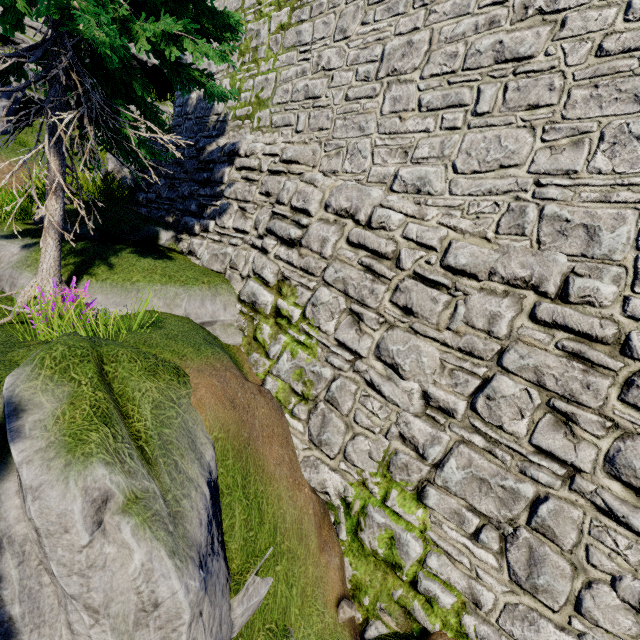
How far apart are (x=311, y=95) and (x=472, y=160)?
3.6m

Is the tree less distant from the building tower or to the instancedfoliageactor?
the building tower

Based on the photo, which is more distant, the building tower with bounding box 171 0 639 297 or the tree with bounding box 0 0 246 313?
the tree with bounding box 0 0 246 313

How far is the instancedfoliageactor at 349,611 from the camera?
3.6m

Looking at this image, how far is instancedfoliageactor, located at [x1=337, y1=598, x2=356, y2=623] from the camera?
3.6 meters

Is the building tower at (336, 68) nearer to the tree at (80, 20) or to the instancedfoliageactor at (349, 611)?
the tree at (80, 20)
